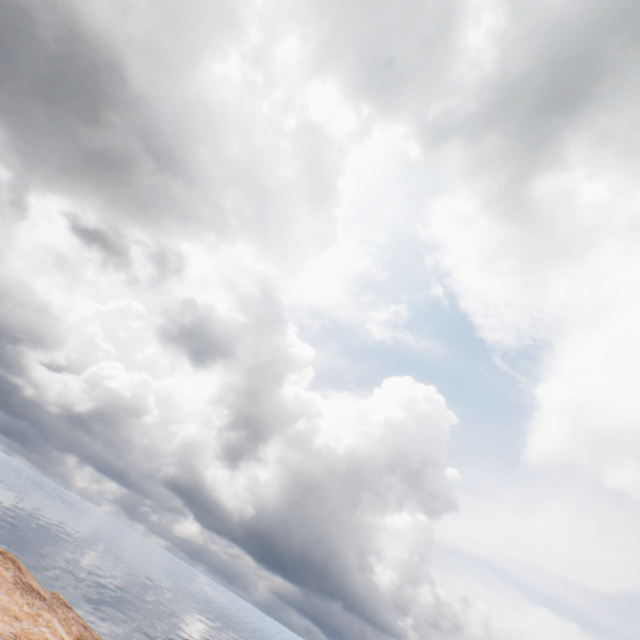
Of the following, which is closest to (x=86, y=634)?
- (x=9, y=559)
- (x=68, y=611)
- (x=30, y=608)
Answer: (x=68, y=611)
